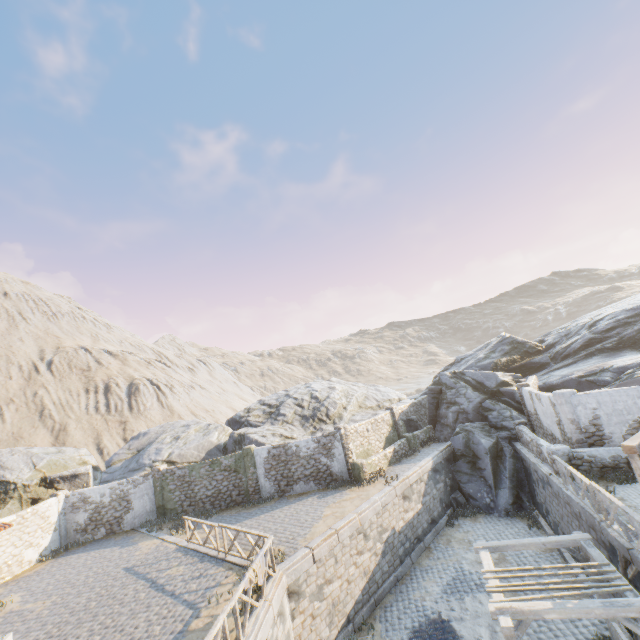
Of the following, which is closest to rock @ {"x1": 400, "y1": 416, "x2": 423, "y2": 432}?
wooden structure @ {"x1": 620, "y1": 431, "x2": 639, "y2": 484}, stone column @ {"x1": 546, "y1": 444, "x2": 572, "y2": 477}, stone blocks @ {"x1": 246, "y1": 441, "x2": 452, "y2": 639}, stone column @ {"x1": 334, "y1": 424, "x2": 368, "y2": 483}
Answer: stone blocks @ {"x1": 246, "y1": 441, "x2": 452, "y2": 639}

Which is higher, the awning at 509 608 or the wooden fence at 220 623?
the wooden fence at 220 623

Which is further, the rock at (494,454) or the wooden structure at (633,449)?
the rock at (494,454)

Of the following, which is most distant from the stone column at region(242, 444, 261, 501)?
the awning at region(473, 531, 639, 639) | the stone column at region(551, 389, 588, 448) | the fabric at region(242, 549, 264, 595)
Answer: the stone column at region(551, 389, 588, 448)

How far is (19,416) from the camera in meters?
40.2

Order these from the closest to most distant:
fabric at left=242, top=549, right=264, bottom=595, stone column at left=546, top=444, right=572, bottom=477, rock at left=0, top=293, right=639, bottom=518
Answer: fabric at left=242, top=549, right=264, bottom=595 → stone column at left=546, top=444, right=572, bottom=477 → rock at left=0, top=293, right=639, bottom=518

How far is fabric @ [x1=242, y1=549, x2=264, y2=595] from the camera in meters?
8.7

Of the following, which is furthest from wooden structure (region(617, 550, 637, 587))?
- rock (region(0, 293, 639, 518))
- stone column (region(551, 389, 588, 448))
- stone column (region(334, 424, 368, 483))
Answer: rock (region(0, 293, 639, 518))
